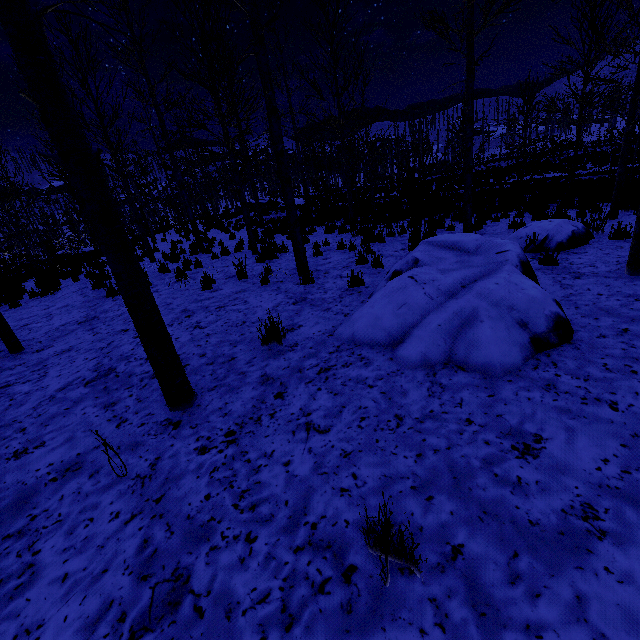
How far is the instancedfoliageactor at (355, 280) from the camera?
5.71m

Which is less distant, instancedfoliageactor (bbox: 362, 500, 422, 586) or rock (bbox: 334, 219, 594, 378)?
instancedfoliageactor (bbox: 362, 500, 422, 586)

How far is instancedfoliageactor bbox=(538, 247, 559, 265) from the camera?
5.25m

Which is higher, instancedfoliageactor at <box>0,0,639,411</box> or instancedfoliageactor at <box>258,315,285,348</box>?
instancedfoliageactor at <box>0,0,639,411</box>

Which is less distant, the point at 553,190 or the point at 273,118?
the point at 273,118

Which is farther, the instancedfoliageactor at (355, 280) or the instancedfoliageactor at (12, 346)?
the instancedfoliageactor at (355, 280)

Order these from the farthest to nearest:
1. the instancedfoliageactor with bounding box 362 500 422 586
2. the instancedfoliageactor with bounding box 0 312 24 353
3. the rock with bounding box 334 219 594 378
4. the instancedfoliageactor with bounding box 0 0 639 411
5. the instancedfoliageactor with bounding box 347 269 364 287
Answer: the instancedfoliageactor with bounding box 347 269 364 287 → the instancedfoliageactor with bounding box 0 312 24 353 → the rock with bounding box 334 219 594 378 → the instancedfoliageactor with bounding box 0 0 639 411 → the instancedfoliageactor with bounding box 362 500 422 586
